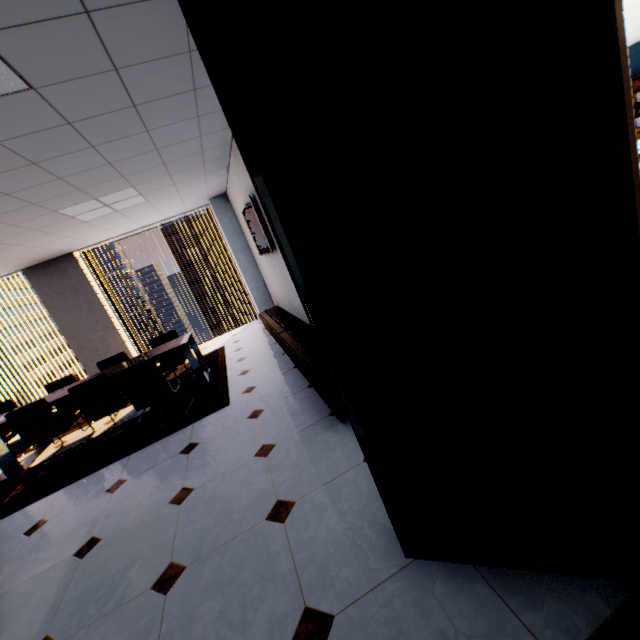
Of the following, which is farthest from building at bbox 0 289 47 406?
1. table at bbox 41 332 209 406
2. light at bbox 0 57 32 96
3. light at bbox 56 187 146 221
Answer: light at bbox 0 57 32 96

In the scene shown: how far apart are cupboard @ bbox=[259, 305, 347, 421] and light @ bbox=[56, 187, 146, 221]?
2.8m

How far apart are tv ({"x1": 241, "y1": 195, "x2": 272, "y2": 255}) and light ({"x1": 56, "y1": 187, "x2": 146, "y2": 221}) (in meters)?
1.46

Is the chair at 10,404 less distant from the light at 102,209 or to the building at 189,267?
the light at 102,209

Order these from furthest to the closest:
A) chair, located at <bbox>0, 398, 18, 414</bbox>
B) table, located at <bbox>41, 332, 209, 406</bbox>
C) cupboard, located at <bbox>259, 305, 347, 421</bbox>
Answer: chair, located at <bbox>0, 398, 18, 414</bbox>
table, located at <bbox>41, 332, 209, 406</bbox>
cupboard, located at <bbox>259, 305, 347, 421</bbox>

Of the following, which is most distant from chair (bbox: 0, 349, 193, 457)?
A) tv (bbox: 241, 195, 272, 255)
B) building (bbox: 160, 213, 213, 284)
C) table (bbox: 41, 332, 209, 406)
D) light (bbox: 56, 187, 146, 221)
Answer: building (bbox: 160, 213, 213, 284)

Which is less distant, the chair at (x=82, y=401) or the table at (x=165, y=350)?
the chair at (x=82, y=401)

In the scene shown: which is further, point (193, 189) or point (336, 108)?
point (193, 189)
